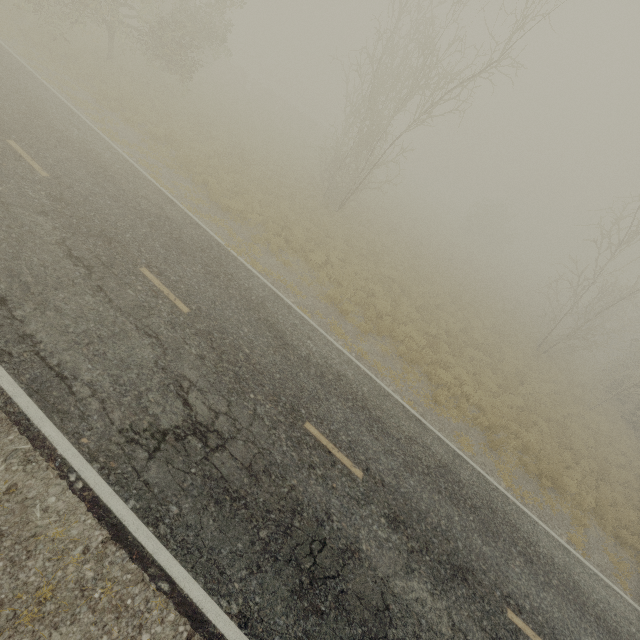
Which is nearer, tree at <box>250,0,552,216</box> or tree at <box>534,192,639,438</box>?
tree at <box>250,0,552,216</box>

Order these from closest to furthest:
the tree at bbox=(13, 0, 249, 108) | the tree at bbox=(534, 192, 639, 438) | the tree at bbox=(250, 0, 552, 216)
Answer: the tree at bbox=(250, 0, 552, 216) < the tree at bbox=(13, 0, 249, 108) < the tree at bbox=(534, 192, 639, 438)

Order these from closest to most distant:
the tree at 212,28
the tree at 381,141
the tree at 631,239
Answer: the tree at 381,141 < the tree at 212,28 < the tree at 631,239

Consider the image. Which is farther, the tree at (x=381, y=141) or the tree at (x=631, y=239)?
the tree at (x=631, y=239)

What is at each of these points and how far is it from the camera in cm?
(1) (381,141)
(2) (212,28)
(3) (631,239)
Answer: (1) tree, 2645
(2) tree, 1961
(3) tree, 1803

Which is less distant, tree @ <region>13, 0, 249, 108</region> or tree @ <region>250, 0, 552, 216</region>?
tree @ <region>250, 0, 552, 216</region>
